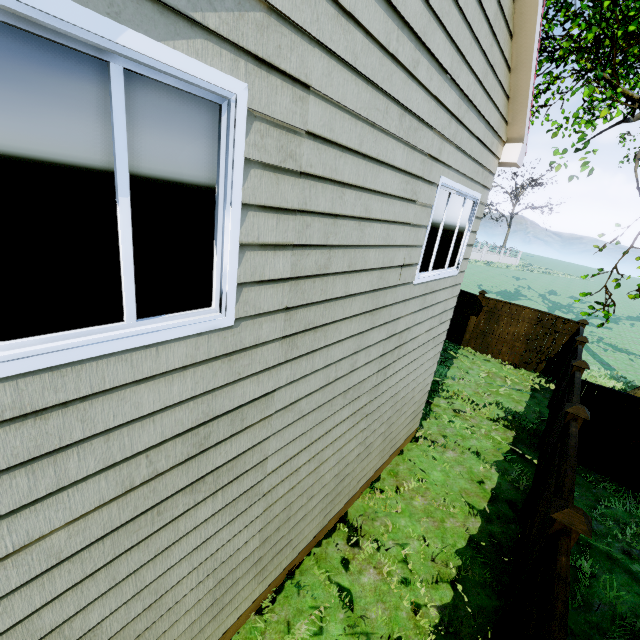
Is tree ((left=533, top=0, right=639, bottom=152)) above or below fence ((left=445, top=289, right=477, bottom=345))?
above

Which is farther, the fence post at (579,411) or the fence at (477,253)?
the fence at (477,253)

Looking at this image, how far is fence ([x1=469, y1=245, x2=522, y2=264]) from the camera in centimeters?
5459cm

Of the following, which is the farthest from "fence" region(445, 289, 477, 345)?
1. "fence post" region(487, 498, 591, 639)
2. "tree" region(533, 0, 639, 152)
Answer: "tree" region(533, 0, 639, 152)

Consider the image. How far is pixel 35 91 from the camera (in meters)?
1.18

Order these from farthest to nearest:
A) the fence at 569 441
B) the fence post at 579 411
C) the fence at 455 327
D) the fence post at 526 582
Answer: the fence at 455 327
the fence post at 579 411
the fence at 569 441
the fence post at 526 582
